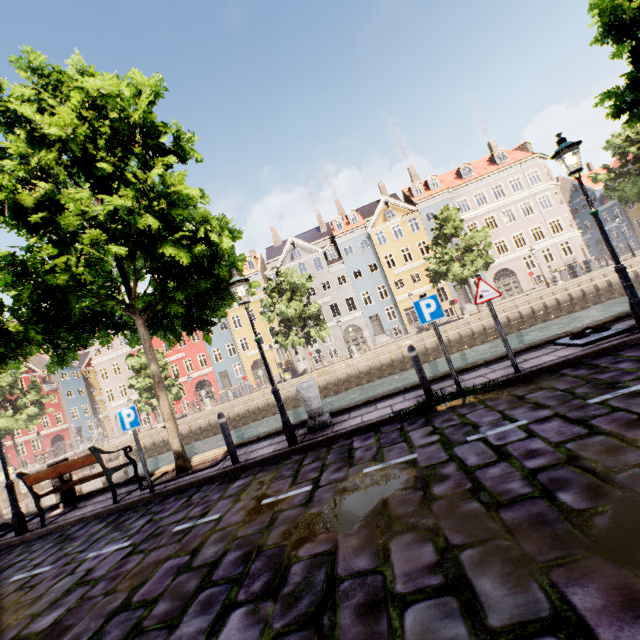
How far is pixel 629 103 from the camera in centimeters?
754cm

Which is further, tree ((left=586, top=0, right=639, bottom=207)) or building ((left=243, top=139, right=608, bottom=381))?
building ((left=243, top=139, right=608, bottom=381))

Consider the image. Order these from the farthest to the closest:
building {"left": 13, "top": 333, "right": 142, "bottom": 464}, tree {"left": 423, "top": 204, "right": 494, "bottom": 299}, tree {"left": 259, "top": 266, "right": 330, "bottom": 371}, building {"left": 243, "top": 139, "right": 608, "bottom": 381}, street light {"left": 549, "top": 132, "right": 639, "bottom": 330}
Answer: building {"left": 13, "top": 333, "right": 142, "bottom": 464}
building {"left": 243, "top": 139, "right": 608, "bottom": 381}
tree {"left": 259, "top": 266, "right": 330, "bottom": 371}
tree {"left": 423, "top": 204, "right": 494, "bottom": 299}
street light {"left": 549, "top": 132, "right": 639, "bottom": 330}

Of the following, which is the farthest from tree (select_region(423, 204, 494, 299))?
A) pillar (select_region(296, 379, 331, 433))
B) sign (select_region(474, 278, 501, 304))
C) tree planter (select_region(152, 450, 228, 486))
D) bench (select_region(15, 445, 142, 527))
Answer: sign (select_region(474, 278, 501, 304))

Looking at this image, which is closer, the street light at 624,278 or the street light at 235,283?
the street light at 624,278

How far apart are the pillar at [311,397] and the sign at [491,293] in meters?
3.7 m

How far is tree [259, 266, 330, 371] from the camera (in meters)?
28.02

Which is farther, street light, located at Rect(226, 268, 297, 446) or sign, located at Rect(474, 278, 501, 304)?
street light, located at Rect(226, 268, 297, 446)
